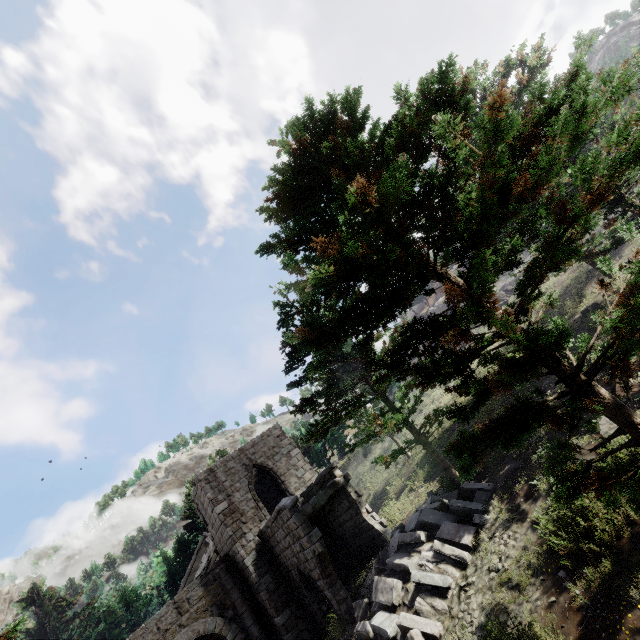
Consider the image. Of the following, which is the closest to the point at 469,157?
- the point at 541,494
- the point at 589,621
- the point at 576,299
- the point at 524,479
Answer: the point at 589,621

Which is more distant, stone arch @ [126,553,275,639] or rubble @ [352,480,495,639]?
stone arch @ [126,553,275,639]

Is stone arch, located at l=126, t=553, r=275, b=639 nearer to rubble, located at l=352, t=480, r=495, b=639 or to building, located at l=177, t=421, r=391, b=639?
building, located at l=177, t=421, r=391, b=639

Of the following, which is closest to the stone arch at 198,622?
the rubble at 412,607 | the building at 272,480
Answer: the building at 272,480

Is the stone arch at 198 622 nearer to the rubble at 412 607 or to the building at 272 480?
the building at 272 480

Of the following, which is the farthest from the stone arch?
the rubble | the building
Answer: the rubble

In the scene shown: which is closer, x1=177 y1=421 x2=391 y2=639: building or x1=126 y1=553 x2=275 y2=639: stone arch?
x1=177 y1=421 x2=391 y2=639: building
